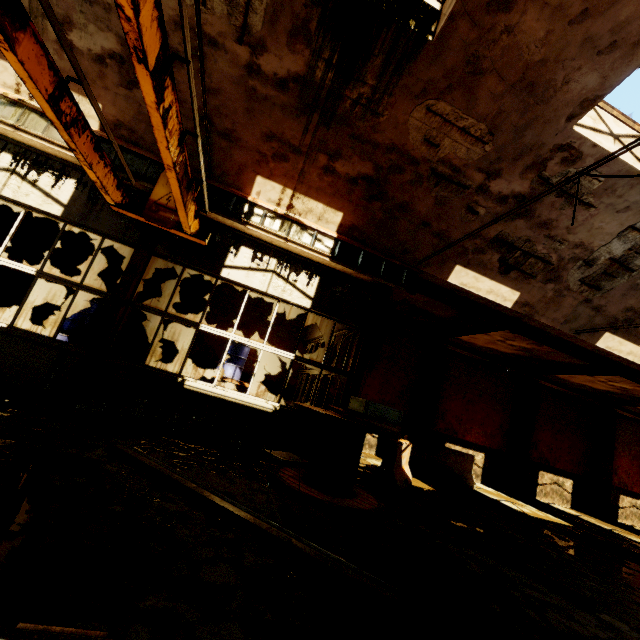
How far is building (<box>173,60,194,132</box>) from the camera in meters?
5.7 m

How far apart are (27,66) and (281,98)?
4.0m

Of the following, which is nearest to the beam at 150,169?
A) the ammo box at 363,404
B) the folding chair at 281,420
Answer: the ammo box at 363,404

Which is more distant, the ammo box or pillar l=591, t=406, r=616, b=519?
pillar l=591, t=406, r=616, b=519

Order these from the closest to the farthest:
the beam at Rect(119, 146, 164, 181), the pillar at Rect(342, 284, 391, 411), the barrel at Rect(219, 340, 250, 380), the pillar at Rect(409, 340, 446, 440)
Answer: the beam at Rect(119, 146, 164, 181), the pillar at Rect(342, 284, 391, 411), the barrel at Rect(219, 340, 250, 380), the pillar at Rect(409, 340, 446, 440)

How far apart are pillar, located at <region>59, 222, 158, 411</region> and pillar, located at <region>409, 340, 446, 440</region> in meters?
10.6

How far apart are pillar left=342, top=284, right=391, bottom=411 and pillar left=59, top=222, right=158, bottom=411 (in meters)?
4.75

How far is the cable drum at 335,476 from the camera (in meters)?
4.65
